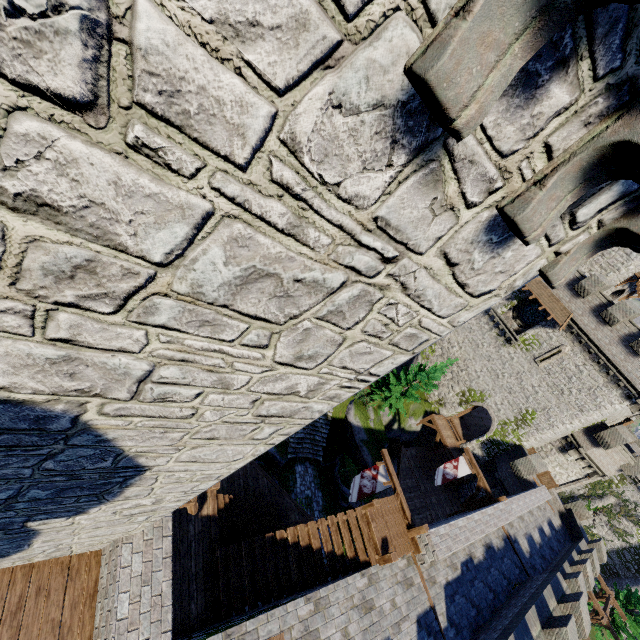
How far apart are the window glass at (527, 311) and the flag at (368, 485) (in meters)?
23.80

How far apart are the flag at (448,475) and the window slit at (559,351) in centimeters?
1267cm

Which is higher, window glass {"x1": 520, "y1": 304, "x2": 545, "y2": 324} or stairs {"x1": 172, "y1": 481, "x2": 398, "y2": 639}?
window glass {"x1": 520, "y1": 304, "x2": 545, "y2": 324}

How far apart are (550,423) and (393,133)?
33.3m

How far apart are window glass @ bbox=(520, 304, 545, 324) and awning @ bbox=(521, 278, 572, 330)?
1.4m

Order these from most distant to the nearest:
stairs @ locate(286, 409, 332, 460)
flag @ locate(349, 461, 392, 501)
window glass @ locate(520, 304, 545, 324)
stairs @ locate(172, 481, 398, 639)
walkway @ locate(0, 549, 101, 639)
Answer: window glass @ locate(520, 304, 545, 324), stairs @ locate(286, 409, 332, 460), flag @ locate(349, 461, 392, 501), stairs @ locate(172, 481, 398, 639), walkway @ locate(0, 549, 101, 639)

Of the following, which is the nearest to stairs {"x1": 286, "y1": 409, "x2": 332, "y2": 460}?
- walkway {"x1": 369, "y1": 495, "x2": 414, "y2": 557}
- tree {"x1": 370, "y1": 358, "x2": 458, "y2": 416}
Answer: walkway {"x1": 369, "y1": 495, "x2": 414, "y2": 557}

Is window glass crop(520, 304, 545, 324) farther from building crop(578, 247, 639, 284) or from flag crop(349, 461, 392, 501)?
flag crop(349, 461, 392, 501)
